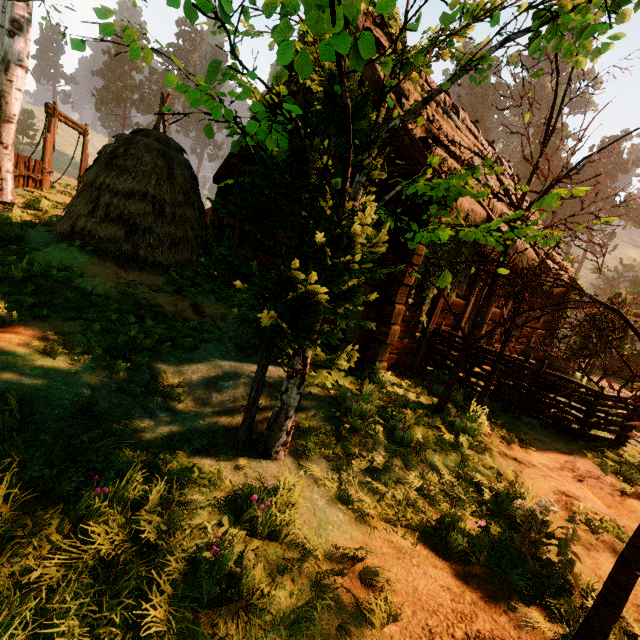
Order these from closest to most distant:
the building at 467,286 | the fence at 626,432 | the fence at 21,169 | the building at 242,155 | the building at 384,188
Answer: the fence at 626,432
the building at 384,188
the building at 467,286
the building at 242,155
the fence at 21,169

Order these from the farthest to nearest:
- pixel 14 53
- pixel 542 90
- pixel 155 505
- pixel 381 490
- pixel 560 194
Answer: pixel 542 90 → pixel 560 194 → pixel 14 53 → pixel 381 490 → pixel 155 505

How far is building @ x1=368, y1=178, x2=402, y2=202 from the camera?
5.82m

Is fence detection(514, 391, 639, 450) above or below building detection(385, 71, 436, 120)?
below

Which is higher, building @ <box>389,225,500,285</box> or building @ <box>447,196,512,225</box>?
building @ <box>447,196,512,225</box>

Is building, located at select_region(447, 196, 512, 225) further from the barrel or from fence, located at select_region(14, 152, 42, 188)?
fence, located at select_region(14, 152, 42, 188)

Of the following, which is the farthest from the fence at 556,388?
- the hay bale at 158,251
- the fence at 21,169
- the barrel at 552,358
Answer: the fence at 21,169
